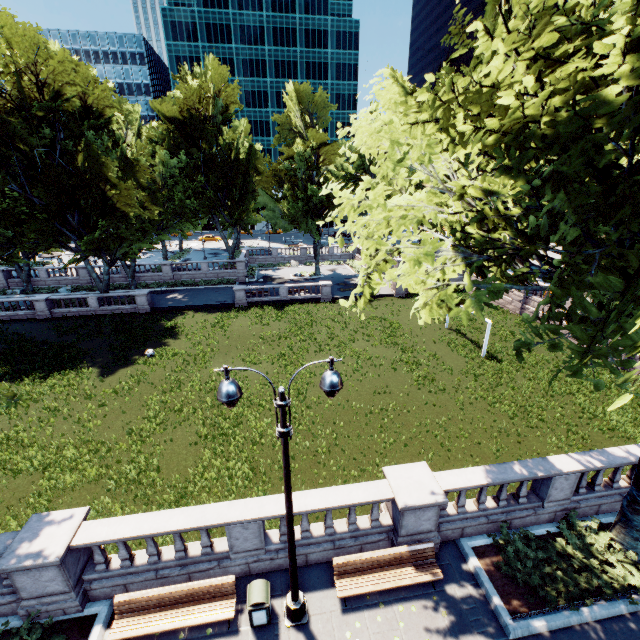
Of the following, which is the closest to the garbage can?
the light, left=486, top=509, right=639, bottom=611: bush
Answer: the light

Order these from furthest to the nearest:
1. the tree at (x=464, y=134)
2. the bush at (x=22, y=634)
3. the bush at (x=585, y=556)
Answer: the bush at (x=585, y=556) < the bush at (x=22, y=634) < the tree at (x=464, y=134)

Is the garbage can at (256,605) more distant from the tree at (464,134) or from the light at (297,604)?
the tree at (464,134)

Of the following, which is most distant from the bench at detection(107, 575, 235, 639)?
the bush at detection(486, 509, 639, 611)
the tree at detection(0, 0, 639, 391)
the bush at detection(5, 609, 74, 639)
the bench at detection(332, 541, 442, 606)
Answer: the bush at detection(486, 509, 639, 611)

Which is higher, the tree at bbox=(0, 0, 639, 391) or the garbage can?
the tree at bbox=(0, 0, 639, 391)

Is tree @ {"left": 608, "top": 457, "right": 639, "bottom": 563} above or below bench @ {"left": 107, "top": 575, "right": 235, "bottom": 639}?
above

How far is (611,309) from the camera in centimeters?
504cm

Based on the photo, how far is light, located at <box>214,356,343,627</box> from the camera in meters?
5.6
